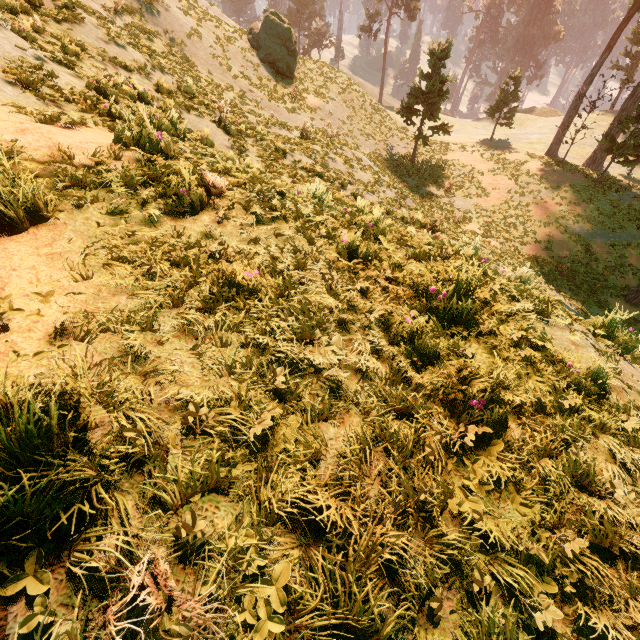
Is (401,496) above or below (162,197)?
below

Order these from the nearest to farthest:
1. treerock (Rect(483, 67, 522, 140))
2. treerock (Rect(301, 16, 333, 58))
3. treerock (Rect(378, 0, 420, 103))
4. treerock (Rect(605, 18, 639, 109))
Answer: treerock (Rect(483, 67, 522, 140))
treerock (Rect(605, 18, 639, 109))
treerock (Rect(378, 0, 420, 103))
treerock (Rect(301, 16, 333, 58))

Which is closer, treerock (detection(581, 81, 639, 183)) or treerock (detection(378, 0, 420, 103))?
treerock (detection(581, 81, 639, 183))

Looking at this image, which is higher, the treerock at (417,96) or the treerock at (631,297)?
the treerock at (417,96)
